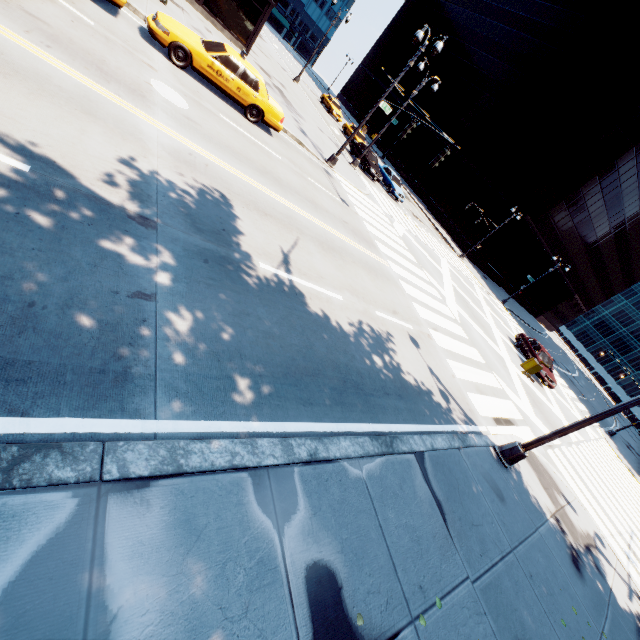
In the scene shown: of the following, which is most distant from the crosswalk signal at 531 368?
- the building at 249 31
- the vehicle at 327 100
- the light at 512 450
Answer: the vehicle at 327 100

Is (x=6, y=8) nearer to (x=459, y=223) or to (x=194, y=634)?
(x=194, y=634)

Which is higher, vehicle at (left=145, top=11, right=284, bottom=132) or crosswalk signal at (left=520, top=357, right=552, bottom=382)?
crosswalk signal at (left=520, top=357, right=552, bottom=382)

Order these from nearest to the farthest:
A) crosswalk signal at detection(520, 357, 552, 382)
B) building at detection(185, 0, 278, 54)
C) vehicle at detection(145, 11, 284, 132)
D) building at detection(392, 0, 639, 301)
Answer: crosswalk signal at detection(520, 357, 552, 382), vehicle at detection(145, 11, 284, 132), building at detection(185, 0, 278, 54), building at detection(392, 0, 639, 301)

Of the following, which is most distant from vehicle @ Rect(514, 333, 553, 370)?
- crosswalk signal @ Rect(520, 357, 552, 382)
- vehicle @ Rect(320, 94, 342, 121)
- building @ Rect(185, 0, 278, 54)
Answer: vehicle @ Rect(320, 94, 342, 121)

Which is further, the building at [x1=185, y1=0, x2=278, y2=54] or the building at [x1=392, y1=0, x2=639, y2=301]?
the building at [x1=392, y1=0, x2=639, y2=301]

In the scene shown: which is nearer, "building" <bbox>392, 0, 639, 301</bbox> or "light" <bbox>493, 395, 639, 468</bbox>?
"light" <bbox>493, 395, 639, 468</bbox>

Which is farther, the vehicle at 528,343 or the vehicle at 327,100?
the vehicle at 327,100
